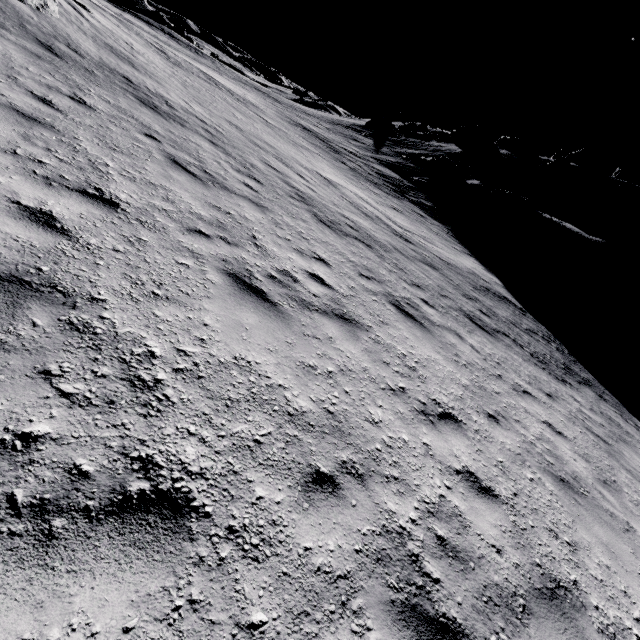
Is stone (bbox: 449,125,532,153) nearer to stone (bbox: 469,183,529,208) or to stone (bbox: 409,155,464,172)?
stone (bbox: 409,155,464,172)

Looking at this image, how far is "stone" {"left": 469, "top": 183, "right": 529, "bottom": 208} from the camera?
25.95m

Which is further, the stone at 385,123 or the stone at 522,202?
the stone at 385,123

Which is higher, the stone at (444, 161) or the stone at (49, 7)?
the stone at (444, 161)

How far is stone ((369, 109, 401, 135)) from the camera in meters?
47.8

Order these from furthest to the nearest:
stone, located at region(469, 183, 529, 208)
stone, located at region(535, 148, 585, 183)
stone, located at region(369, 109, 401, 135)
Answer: stone, located at region(369, 109, 401, 135), stone, located at region(535, 148, 585, 183), stone, located at region(469, 183, 529, 208)

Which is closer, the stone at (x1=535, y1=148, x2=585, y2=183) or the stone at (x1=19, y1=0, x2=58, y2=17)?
the stone at (x1=19, y1=0, x2=58, y2=17)

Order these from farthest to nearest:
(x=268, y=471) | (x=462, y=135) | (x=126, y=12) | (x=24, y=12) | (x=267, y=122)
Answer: (x=462, y=135) → (x=126, y=12) → (x=267, y=122) → (x=24, y=12) → (x=268, y=471)
